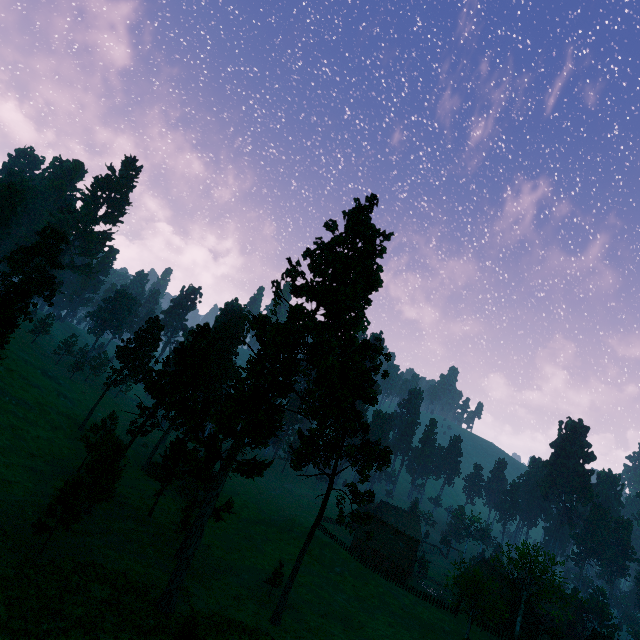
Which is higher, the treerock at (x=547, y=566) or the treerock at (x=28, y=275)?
the treerock at (x=28, y=275)

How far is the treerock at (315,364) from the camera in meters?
28.6 m

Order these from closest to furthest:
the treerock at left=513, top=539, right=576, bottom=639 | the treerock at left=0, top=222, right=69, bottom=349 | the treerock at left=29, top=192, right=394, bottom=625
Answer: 1. the treerock at left=29, top=192, right=394, bottom=625
2. the treerock at left=0, top=222, right=69, bottom=349
3. the treerock at left=513, top=539, right=576, bottom=639

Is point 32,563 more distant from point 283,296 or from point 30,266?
point 30,266

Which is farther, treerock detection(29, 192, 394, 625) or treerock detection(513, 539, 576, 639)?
treerock detection(513, 539, 576, 639)

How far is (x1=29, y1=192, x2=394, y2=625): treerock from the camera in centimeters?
2856cm
